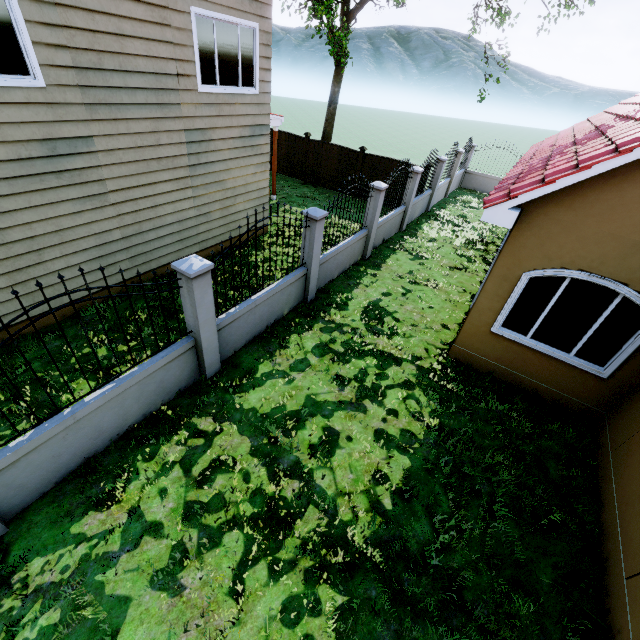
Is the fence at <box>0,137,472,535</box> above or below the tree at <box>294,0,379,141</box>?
below

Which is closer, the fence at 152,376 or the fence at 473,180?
the fence at 152,376

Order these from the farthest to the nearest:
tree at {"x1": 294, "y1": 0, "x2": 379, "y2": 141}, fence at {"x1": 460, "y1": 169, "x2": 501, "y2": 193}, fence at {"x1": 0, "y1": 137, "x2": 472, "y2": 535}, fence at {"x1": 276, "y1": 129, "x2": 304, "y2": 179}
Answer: fence at {"x1": 460, "y1": 169, "x2": 501, "y2": 193} < fence at {"x1": 276, "y1": 129, "x2": 304, "y2": 179} < tree at {"x1": 294, "y1": 0, "x2": 379, "y2": 141} < fence at {"x1": 0, "y1": 137, "x2": 472, "y2": 535}

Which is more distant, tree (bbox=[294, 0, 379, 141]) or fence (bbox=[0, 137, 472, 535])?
tree (bbox=[294, 0, 379, 141])

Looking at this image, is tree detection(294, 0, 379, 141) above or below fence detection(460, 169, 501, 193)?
above

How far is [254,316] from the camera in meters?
6.7 m

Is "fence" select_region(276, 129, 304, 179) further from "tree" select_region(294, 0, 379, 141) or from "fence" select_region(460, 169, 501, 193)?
"fence" select_region(460, 169, 501, 193)
